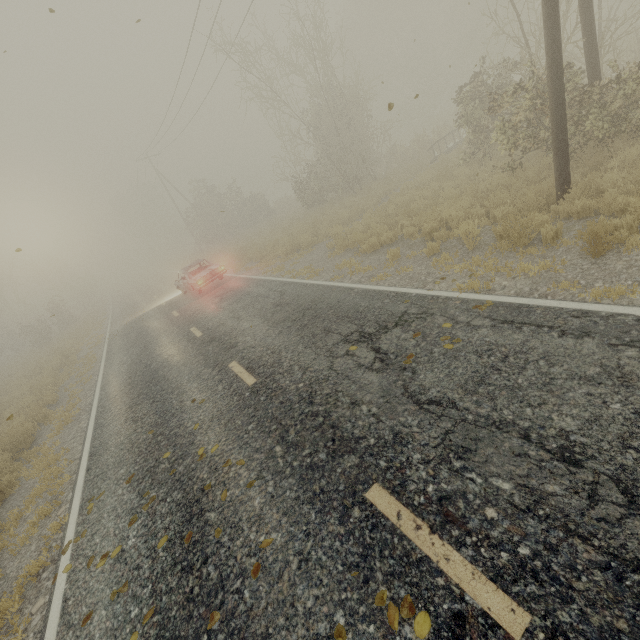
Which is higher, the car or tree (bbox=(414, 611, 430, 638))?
the car

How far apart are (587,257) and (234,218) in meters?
36.0

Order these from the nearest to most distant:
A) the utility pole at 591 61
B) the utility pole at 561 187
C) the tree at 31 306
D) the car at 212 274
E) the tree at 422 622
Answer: the tree at 422 622, the utility pole at 561 187, the utility pole at 591 61, the car at 212 274, the tree at 31 306

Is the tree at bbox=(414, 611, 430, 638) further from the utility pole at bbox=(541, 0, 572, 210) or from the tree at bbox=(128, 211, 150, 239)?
the tree at bbox=(128, 211, 150, 239)

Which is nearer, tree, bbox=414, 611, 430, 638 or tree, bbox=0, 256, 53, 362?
tree, bbox=414, 611, 430, 638

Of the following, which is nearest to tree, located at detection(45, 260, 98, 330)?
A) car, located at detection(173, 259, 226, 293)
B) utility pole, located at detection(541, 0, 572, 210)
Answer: car, located at detection(173, 259, 226, 293)

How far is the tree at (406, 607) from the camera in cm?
231

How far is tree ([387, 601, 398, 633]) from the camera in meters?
2.3
